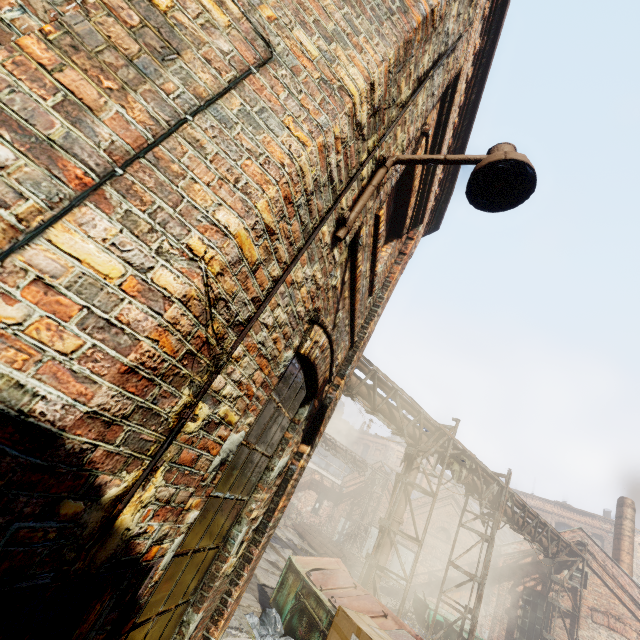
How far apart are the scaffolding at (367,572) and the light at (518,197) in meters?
9.9 m

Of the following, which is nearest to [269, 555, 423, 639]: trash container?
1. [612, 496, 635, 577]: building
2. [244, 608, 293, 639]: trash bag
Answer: [244, 608, 293, 639]: trash bag

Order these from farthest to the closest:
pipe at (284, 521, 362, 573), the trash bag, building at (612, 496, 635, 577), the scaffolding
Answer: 1. pipe at (284, 521, 362, 573)
2. building at (612, 496, 635, 577)
3. the scaffolding
4. the trash bag

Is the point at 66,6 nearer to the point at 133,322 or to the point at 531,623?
the point at 133,322

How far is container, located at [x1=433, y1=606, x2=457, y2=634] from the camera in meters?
12.7

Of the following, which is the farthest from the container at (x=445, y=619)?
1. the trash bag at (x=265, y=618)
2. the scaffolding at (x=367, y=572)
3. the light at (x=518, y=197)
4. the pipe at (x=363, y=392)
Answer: the light at (x=518, y=197)

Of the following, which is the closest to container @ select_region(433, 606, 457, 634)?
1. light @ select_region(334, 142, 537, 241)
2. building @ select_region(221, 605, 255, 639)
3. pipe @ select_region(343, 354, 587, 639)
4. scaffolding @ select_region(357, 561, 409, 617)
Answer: pipe @ select_region(343, 354, 587, 639)

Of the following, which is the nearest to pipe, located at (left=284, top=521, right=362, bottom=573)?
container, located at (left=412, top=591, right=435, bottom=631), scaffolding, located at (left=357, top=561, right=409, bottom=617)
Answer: container, located at (left=412, top=591, right=435, bottom=631)
